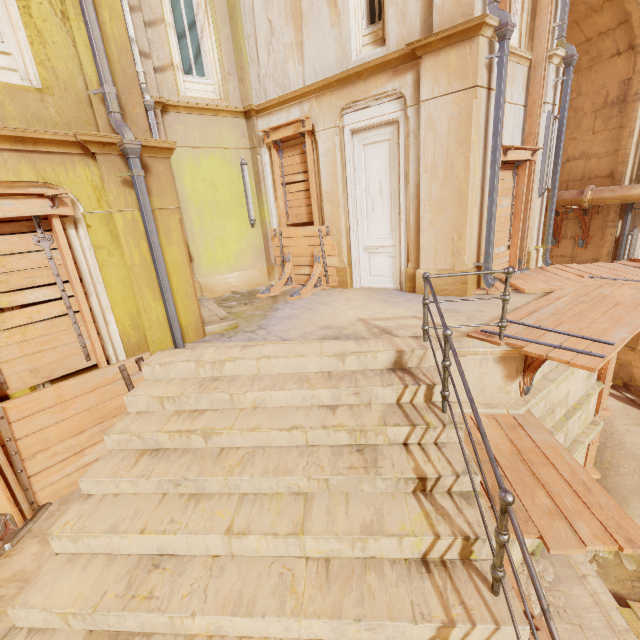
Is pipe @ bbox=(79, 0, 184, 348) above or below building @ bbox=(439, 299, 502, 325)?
above

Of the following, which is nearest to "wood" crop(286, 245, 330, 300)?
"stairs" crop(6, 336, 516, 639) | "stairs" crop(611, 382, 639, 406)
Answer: "stairs" crop(6, 336, 516, 639)

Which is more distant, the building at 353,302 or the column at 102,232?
the building at 353,302

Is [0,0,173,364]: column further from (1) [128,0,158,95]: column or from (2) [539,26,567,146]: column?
(2) [539,26,567,146]: column

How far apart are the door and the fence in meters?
5.8

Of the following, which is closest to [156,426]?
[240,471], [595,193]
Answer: [240,471]

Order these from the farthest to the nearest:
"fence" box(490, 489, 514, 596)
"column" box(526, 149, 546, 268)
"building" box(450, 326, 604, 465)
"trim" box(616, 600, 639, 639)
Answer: "column" box(526, 149, 546, 268) → "trim" box(616, 600, 639, 639) → "building" box(450, 326, 604, 465) → "fence" box(490, 489, 514, 596)

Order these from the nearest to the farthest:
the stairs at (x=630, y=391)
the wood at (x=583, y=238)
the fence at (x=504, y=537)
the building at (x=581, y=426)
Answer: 1. the fence at (x=504, y=537)
2. the building at (x=581, y=426)
3. the stairs at (x=630, y=391)
4. the wood at (x=583, y=238)
